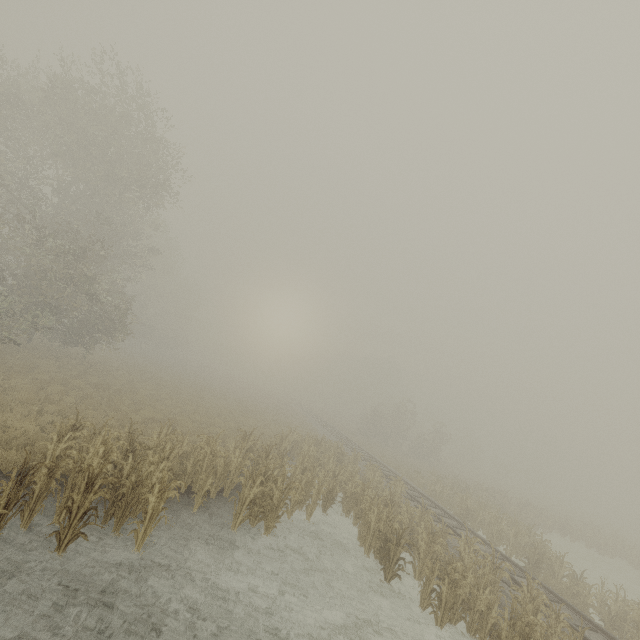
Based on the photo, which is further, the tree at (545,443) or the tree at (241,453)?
the tree at (545,443)

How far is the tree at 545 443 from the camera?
55.2m

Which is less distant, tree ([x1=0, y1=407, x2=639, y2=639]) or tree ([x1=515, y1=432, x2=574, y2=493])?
tree ([x1=0, y1=407, x2=639, y2=639])

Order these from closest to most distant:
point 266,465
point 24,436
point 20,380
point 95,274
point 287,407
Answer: point 24,436 → point 266,465 → point 20,380 → point 95,274 → point 287,407

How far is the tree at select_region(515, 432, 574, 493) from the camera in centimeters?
5525cm

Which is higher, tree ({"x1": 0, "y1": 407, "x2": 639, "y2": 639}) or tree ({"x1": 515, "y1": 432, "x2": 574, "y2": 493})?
tree ({"x1": 515, "y1": 432, "x2": 574, "y2": 493})
